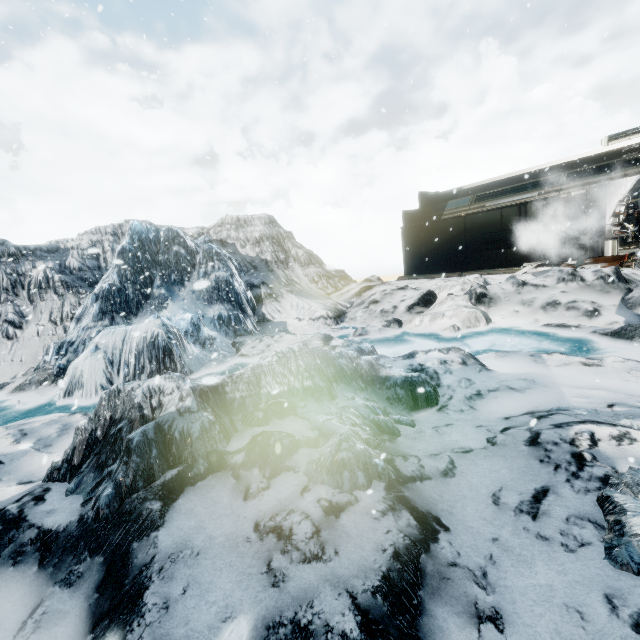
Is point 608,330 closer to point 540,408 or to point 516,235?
point 540,408
